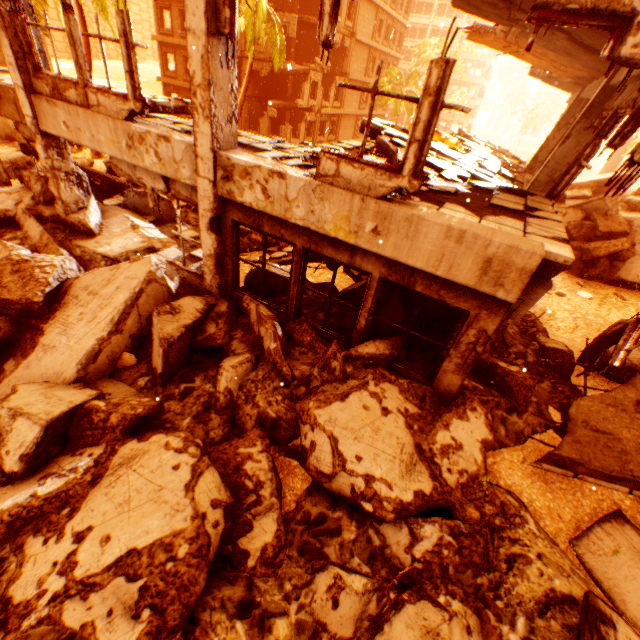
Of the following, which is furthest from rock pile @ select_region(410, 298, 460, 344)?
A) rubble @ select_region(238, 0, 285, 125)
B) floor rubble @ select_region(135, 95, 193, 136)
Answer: floor rubble @ select_region(135, 95, 193, 136)

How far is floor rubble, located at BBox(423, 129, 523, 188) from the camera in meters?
7.3

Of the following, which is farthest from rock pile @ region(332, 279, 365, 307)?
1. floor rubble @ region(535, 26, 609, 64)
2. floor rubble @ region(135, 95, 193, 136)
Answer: floor rubble @ region(535, 26, 609, 64)

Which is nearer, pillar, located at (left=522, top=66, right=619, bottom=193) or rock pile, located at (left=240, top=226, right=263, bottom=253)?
pillar, located at (left=522, top=66, right=619, bottom=193)

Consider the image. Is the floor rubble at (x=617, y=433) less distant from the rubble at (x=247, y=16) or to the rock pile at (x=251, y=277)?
the rock pile at (x=251, y=277)

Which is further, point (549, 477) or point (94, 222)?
point (94, 222)

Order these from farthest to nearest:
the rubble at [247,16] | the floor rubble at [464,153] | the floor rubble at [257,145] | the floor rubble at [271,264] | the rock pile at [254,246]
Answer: the rubble at [247,16] < the rock pile at [254,246] < the floor rubble at [271,264] < the floor rubble at [464,153] < the floor rubble at [257,145]
